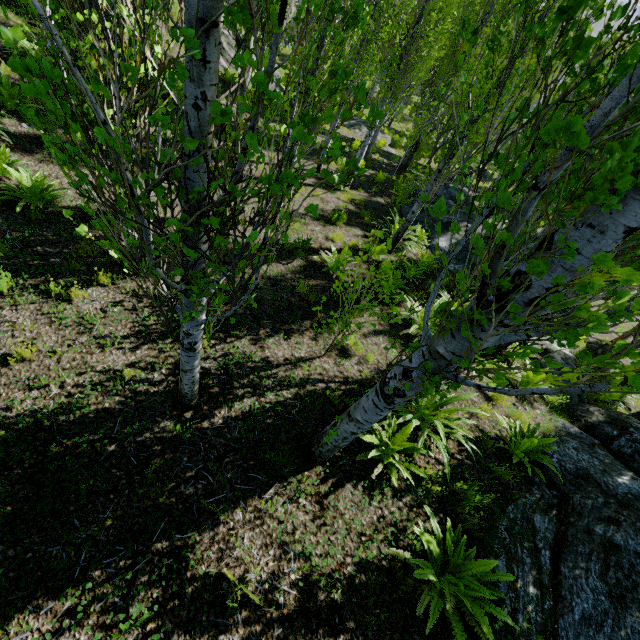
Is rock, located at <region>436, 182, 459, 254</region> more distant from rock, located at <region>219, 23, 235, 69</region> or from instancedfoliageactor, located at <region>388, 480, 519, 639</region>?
rock, located at <region>219, 23, 235, 69</region>

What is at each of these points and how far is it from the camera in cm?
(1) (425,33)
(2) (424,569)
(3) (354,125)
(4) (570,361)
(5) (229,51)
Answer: (1) instancedfoliageactor, 844
(2) instancedfoliageactor, 308
(3) rock, 2183
(4) rock, 862
(5) rock, 1709

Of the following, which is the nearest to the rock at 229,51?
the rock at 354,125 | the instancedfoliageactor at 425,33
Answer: the instancedfoliageactor at 425,33

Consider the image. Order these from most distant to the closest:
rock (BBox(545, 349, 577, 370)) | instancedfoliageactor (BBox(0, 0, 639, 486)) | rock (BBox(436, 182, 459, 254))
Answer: rock (BBox(436, 182, 459, 254)) < rock (BBox(545, 349, 577, 370)) < instancedfoliageactor (BBox(0, 0, 639, 486))

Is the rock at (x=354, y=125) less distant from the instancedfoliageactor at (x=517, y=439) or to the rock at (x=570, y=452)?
the instancedfoliageactor at (x=517, y=439)

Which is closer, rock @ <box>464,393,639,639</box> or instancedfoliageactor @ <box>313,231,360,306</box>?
rock @ <box>464,393,639,639</box>

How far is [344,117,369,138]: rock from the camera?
21.5m
